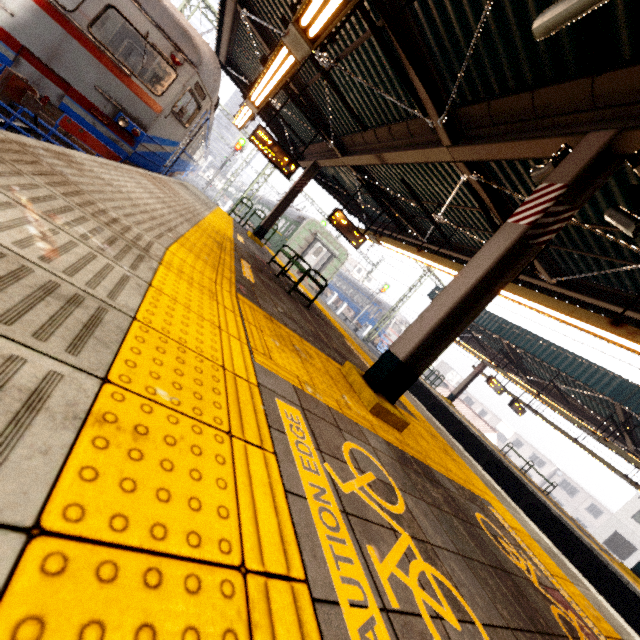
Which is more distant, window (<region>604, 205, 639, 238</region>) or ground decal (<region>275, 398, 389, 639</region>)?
window (<region>604, 205, 639, 238</region>)

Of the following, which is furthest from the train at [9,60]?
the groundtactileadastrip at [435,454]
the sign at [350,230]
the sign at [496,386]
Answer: the sign at [496,386]

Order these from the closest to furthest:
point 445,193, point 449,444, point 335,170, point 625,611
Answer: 1. point 449,444
2. point 445,193
3. point 625,611
4. point 335,170

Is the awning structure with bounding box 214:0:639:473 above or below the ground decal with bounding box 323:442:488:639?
above

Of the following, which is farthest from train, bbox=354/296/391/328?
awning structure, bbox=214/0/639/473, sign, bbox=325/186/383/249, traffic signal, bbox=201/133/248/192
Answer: sign, bbox=325/186/383/249

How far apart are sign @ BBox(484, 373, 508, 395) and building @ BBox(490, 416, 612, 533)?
45.8m

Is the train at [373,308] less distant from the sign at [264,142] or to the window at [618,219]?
the sign at [264,142]

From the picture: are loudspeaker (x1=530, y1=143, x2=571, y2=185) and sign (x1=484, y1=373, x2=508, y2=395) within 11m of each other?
no
